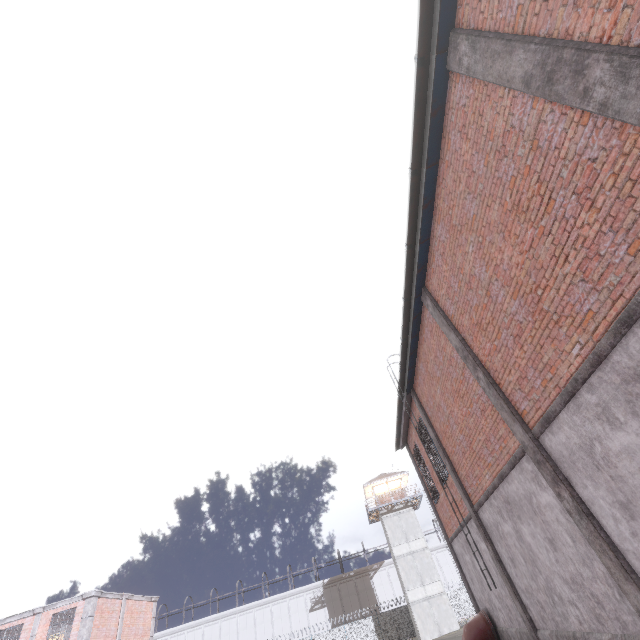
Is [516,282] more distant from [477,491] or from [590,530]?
[477,491]

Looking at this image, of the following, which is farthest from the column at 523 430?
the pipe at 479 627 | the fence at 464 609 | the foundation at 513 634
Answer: the fence at 464 609

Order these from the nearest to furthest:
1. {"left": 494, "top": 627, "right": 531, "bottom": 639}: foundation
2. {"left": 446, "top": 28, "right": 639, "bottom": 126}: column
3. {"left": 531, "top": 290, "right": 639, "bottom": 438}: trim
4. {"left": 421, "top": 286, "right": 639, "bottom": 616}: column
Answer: {"left": 446, "top": 28, "right": 639, "bottom": 126}: column, {"left": 531, "top": 290, "right": 639, "bottom": 438}: trim, {"left": 421, "top": 286, "right": 639, "bottom": 616}: column, {"left": 494, "top": 627, "right": 531, "bottom": 639}: foundation

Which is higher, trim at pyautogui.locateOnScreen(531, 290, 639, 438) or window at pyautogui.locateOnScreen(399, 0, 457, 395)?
window at pyautogui.locateOnScreen(399, 0, 457, 395)

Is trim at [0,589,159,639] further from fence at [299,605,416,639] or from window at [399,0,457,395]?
window at [399,0,457,395]

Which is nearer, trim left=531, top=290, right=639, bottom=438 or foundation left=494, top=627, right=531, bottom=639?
trim left=531, top=290, right=639, bottom=438

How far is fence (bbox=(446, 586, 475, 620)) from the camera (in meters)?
36.69

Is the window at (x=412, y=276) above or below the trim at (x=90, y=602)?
above
